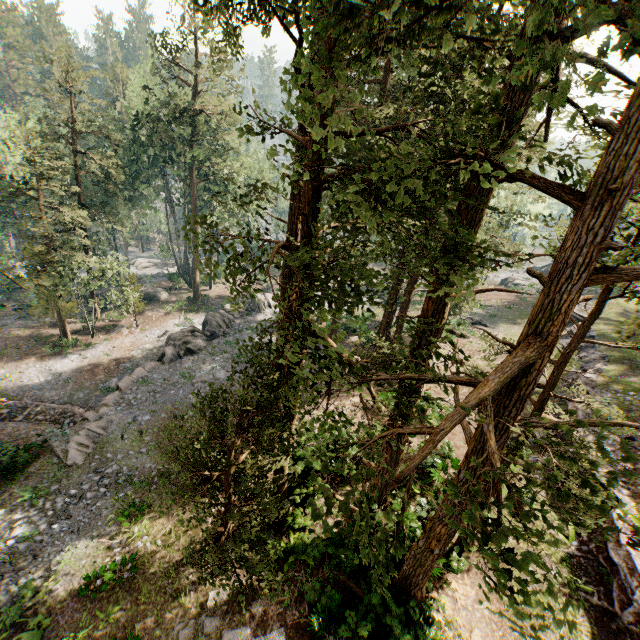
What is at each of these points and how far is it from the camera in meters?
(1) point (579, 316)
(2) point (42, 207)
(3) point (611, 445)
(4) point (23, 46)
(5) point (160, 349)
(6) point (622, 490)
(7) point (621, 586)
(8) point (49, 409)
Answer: (1) ground embankment, 34.0 m
(2) foliage, 25.1 m
(3) ground embankment, 16.3 m
(4) foliage, 59.2 m
(5) rock, 31.7 m
(6) ground embankment, 13.9 m
(7) ground embankment, 11.1 m
(8) ground embankment, 22.4 m

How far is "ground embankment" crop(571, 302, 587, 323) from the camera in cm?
3369

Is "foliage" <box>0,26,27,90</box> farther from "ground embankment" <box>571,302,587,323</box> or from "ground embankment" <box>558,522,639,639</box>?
"ground embankment" <box>571,302,587,323</box>

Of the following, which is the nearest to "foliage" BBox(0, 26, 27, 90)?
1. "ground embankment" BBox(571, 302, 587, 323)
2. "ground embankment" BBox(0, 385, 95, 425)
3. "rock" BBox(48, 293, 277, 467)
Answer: "ground embankment" BBox(0, 385, 95, 425)

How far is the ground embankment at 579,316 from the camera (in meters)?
33.69

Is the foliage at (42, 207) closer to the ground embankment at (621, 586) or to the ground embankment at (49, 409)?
the ground embankment at (49, 409)

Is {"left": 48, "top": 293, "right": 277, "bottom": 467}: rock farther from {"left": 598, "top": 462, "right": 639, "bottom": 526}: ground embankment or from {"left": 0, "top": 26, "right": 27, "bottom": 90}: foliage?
{"left": 598, "top": 462, "right": 639, "bottom": 526}: ground embankment
